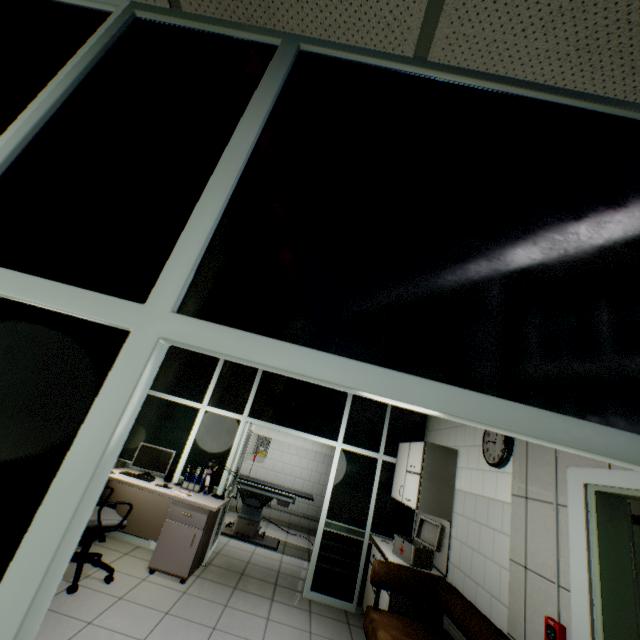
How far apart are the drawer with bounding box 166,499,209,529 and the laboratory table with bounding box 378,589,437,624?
2.3m

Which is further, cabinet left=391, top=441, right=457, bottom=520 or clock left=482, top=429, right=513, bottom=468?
cabinet left=391, top=441, right=457, bottom=520

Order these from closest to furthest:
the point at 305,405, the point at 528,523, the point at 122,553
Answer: A: the point at 528,523 → the point at 122,553 → the point at 305,405

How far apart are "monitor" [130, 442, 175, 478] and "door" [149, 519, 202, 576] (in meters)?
0.81

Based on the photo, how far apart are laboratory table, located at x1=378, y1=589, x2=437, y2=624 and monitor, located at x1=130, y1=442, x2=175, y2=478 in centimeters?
334cm

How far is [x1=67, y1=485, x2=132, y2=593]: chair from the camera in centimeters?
325cm

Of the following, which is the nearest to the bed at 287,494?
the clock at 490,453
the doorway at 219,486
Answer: the doorway at 219,486

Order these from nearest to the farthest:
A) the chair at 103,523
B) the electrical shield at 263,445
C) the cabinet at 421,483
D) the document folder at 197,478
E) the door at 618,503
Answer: the door at 618,503
the chair at 103,523
the cabinet at 421,483
the document folder at 197,478
the electrical shield at 263,445
